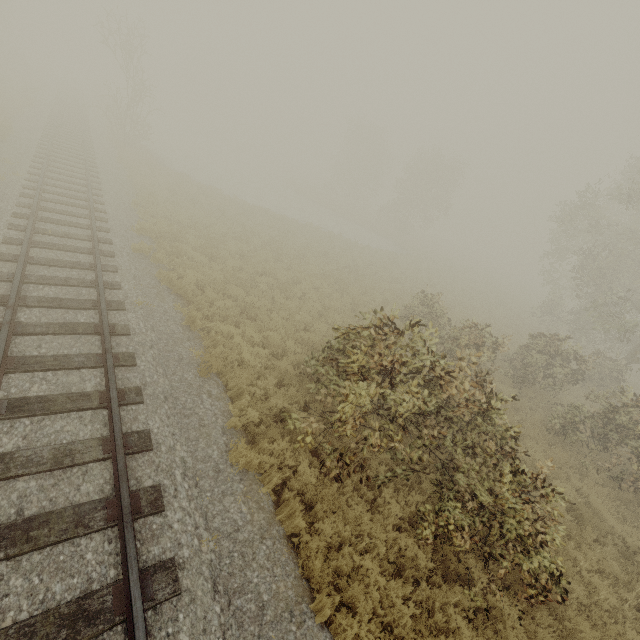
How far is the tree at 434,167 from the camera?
38.6 meters

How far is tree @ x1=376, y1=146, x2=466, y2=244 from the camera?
38.6m

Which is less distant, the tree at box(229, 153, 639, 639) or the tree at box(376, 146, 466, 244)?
the tree at box(229, 153, 639, 639)

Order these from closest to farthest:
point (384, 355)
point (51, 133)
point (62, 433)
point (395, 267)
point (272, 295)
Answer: point (62, 433) → point (384, 355) → point (272, 295) → point (51, 133) → point (395, 267)

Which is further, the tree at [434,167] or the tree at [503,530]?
the tree at [434,167]
